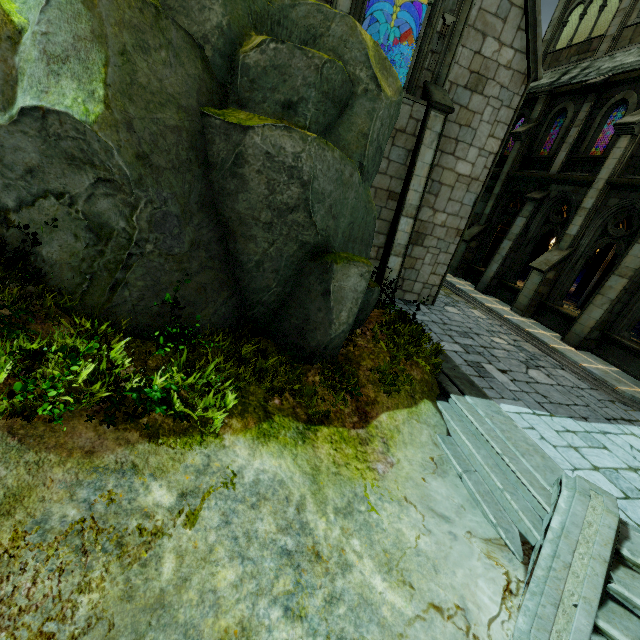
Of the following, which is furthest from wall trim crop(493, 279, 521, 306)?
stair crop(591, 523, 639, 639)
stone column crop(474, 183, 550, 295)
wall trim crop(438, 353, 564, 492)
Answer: stair crop(591, 523, 639, 639)

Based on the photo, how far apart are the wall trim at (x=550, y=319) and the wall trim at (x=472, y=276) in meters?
3.0

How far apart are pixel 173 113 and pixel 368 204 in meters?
4.1

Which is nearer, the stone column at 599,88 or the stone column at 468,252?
the stone column at 599,88

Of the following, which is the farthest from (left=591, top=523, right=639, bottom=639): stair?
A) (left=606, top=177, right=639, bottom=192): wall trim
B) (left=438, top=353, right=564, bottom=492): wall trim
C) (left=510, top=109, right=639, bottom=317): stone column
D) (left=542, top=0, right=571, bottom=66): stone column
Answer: (left=542, top=0, right=571, bottom=66): stone column

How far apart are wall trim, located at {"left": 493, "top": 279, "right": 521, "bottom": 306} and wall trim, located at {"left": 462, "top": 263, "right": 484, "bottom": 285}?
0.6m

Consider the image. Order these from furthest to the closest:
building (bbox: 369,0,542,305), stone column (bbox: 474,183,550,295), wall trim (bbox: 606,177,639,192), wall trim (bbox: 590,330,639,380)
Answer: stone column (bbox: 474,183,550,295)
wall trim (bbox: 606,177,639,192)
wall trim (bbox: 590,330,639,380)
building (bbox: 369,0,542,305)

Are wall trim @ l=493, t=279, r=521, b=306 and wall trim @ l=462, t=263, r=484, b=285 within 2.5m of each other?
yes
